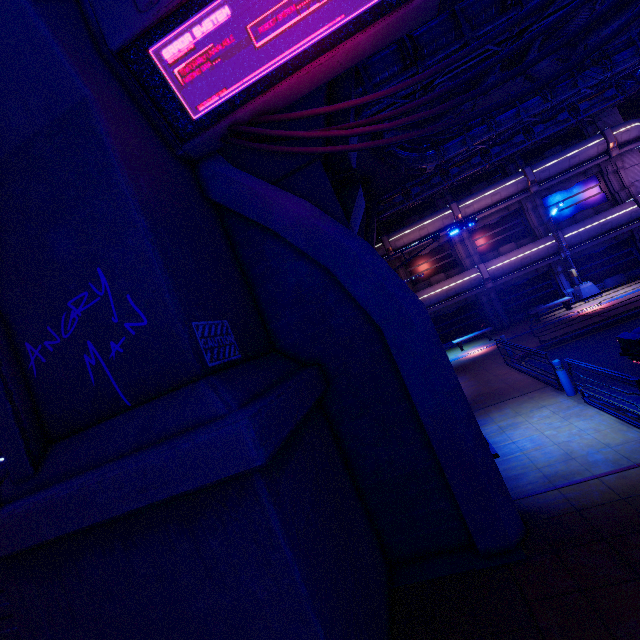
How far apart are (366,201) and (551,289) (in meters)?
14.16

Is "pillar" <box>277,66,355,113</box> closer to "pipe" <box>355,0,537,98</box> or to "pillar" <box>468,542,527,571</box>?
"pipe" <box>355,0,537,98</box>

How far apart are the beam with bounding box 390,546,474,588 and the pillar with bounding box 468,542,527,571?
0.0 meters

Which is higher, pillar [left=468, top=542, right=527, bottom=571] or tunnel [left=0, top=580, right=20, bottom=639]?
tunnel [left=0, top=580, right=20, bottom=639]

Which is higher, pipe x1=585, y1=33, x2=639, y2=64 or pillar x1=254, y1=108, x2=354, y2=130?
pipe x1=585, y1=33, x2=639, y2=64

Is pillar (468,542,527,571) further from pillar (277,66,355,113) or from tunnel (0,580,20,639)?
tunnel (0,580,20,639)

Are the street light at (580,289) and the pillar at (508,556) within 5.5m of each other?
no

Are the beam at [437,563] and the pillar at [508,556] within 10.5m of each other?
yes
